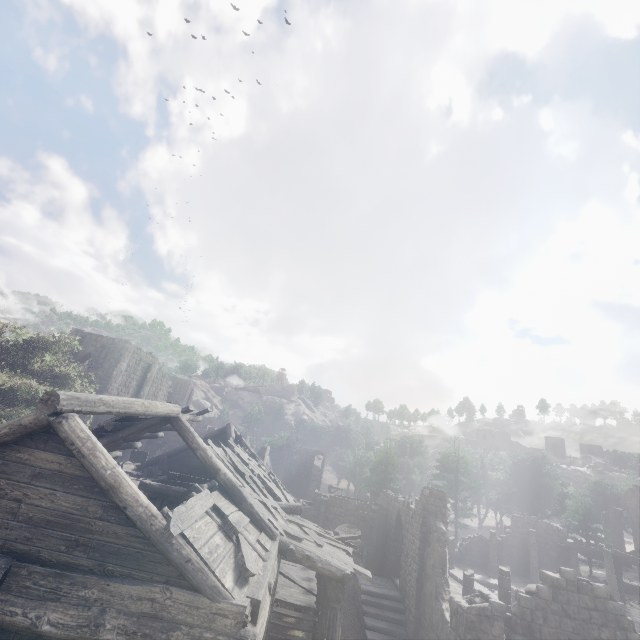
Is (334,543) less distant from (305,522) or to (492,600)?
(305,522)

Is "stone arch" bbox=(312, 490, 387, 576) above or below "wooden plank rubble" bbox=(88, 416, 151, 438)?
below

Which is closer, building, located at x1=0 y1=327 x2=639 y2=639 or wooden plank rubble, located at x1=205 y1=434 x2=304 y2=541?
building, located at x1=0 y1=327 x2=639 y2=639

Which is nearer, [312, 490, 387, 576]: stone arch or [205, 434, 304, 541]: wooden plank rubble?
[205, 434, 304, 541]: wooden plank rubble

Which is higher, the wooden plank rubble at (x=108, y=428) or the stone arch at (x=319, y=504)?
the wooden plank rubble at (x=108, y=428)

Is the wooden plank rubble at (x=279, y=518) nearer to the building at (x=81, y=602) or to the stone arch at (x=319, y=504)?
the building at (x=81, y=602)

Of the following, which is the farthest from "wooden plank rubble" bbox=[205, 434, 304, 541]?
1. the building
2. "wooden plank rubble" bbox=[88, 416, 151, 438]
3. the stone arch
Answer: the stone arch

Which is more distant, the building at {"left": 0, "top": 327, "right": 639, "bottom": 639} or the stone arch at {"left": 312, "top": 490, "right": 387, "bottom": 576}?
the stone arch at {"left": 312, "top": 490, "right": 387, "bottom": 576}
